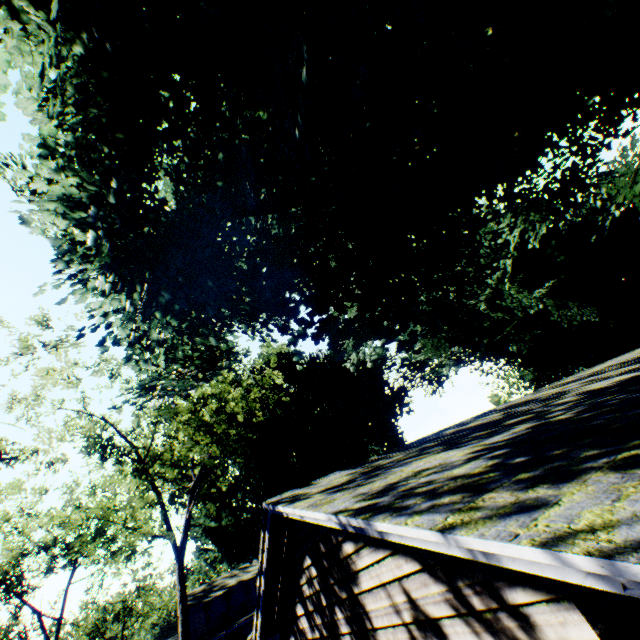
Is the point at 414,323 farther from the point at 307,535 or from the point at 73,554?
the point at 73,554

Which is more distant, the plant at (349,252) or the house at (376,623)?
the plant at (349,252)

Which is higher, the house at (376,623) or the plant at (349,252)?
the plant at (349,252)

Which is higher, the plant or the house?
the plant

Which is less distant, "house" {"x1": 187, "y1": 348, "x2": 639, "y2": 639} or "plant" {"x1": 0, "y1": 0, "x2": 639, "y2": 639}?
"house" {"x1": 187, "y1": 348, "x2": 639, "y2": 639}
